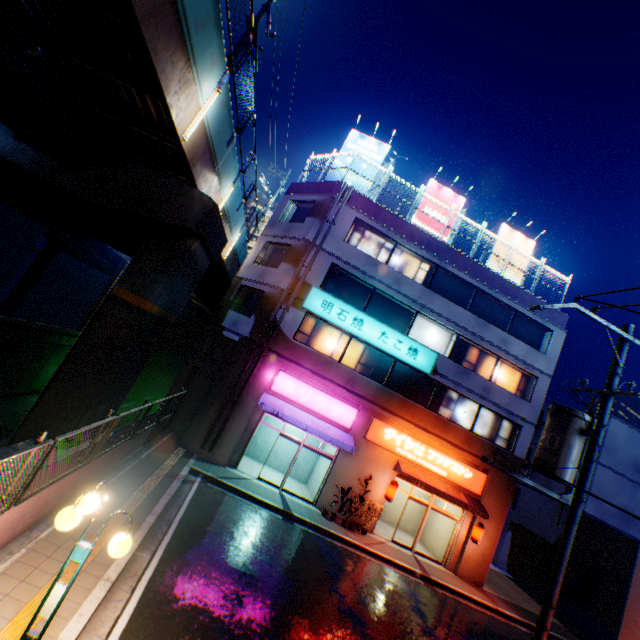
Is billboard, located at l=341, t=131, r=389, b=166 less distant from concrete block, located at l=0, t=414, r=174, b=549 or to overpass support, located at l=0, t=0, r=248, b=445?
overpass support, located at l=0, t=0, r=248, b=445

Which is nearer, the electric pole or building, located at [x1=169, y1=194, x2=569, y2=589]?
the electric pole

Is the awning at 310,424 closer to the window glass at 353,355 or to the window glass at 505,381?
the window glass at 353,355

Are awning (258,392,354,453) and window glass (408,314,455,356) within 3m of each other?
no

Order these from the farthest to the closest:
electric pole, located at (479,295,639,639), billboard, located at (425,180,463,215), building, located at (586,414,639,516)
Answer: billboard, located at (425,180,463,215), building, located at (586,414,639,516), electric pole, located at (479,295,639,639)

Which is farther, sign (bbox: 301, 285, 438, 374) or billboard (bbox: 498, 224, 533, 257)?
billboard (bbox: 498, 224, 533, 257)

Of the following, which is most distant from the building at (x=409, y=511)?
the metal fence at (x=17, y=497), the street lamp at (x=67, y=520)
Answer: the street lamp at (x=67, y=520)

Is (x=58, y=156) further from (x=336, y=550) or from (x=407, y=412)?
(x=407, y=412)
